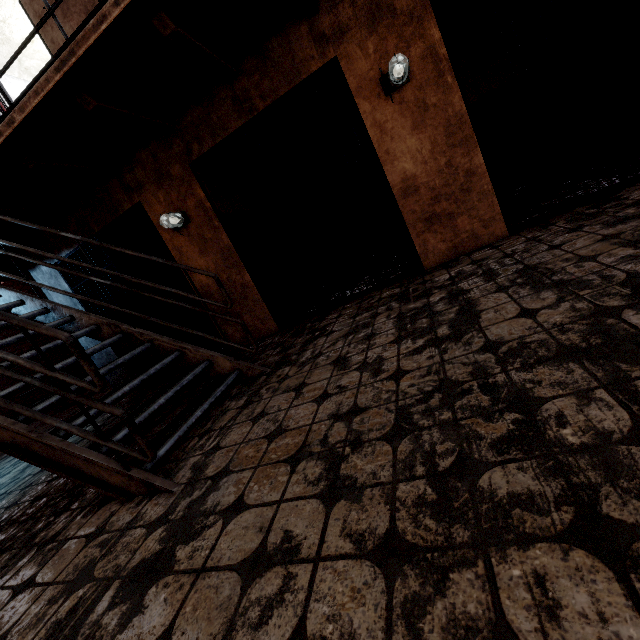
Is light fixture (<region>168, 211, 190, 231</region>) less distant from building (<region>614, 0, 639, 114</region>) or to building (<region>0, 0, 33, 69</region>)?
building (<region>614, 0, 639, 114</region>)

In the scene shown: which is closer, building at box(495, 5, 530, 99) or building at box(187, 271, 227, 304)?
building at box(187, 271, 227, 304)

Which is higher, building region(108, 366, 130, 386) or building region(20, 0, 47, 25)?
building region(20, 0, 47, 25)

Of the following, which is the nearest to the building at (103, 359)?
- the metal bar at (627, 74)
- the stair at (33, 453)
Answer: the metal bar at (627, 74)

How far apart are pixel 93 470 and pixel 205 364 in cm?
123

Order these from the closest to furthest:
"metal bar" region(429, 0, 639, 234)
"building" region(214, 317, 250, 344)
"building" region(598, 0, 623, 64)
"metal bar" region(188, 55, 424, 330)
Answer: "metal bar" region(429, 0, 639, 234) → "metal bar" region(188, 55, 424, 330) → "building" region(598, 0, 623, 64) → "building" region(214, 317, 250, 344)

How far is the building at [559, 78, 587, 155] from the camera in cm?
548

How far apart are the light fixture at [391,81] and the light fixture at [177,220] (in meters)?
2.73
